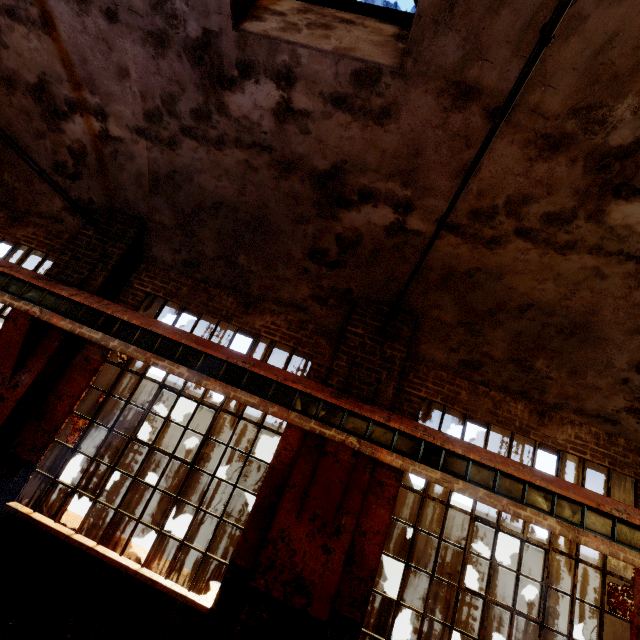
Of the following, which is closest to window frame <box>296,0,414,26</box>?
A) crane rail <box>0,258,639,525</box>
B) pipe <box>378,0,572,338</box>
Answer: pipe <box>378,0,572,338</box>

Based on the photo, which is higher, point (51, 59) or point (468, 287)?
point (51, 59)

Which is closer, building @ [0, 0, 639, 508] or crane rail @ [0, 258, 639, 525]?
building @ [0, 0, 639, 508]

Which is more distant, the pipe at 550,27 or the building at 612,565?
the building at 612,565

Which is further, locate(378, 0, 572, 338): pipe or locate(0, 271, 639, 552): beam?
locate(0, 271, 639, 552): beam

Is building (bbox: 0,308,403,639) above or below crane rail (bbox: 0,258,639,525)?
below

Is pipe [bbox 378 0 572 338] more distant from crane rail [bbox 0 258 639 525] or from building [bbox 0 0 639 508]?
crane rail [bbox 0 258 639 525]

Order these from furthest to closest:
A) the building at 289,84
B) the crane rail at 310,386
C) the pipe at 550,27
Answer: the crane rail at 310,386 < the building at 289,84 < the pipe at 550,27
